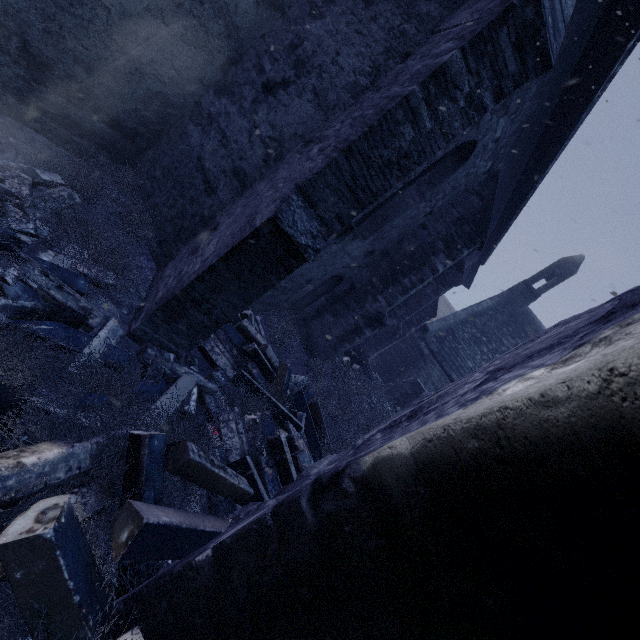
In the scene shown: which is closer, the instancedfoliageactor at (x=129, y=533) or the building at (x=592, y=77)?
the instancedfoliageactor at (x=129, y=533)

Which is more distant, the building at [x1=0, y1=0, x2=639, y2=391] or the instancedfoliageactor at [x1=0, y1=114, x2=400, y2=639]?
the building at [x1=0, y1=0, x2=639, y2=391]

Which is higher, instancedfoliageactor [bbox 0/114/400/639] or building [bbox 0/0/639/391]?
building [bbox 0/0/639/391]

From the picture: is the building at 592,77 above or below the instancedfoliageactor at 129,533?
above

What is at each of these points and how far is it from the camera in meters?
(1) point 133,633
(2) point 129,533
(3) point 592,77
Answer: (1) instancedfoliageactor, 1.7 m
(2) instancedfoliageactor, 1.8 m
(3) building, 5.1 m
